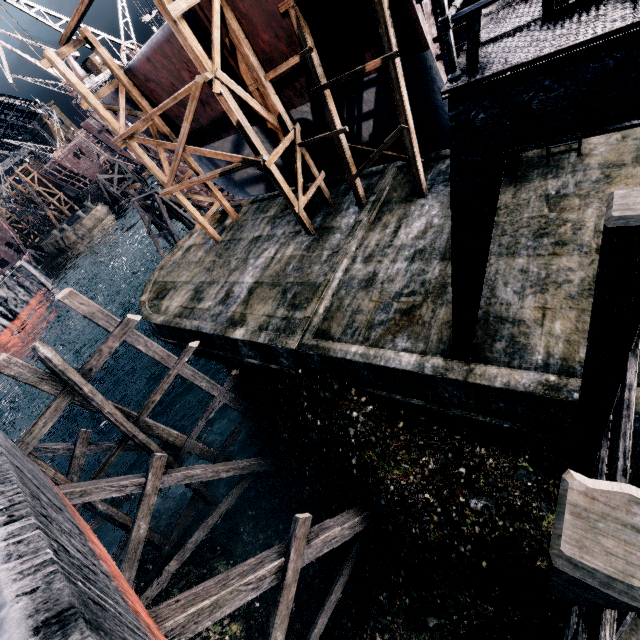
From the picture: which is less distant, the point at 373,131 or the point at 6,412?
the point at 373,131

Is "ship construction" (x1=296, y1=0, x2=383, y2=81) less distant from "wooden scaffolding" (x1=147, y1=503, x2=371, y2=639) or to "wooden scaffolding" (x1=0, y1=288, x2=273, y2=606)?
"wooden scaffolding" (x1=0, y1=288, x2=273, y2=606)

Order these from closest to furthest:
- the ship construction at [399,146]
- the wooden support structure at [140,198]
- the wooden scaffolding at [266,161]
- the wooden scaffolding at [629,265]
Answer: the wooden scaffolding at [629,265] < the wooden scaffolding at [266,161] < the ship construction at [399,146] < the wooden support structure at [140,198]

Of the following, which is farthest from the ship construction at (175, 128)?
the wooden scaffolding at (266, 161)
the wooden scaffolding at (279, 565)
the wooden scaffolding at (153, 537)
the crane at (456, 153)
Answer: the wooden scaffolding at (279, 565)

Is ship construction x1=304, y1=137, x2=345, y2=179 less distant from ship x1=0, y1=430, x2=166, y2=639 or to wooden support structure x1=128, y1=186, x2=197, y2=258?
wooden support structure x1=128, y1=186, x2=197, y2=258

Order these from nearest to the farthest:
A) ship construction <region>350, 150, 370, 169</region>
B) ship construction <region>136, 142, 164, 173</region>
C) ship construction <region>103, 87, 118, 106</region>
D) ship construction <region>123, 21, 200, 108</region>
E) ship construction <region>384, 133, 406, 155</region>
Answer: ship construction <region>123, 21, 200, 108</region>
ship construction <region>384, 133, 406, 155</region>
ship construction <region>350, 150, 370, 169</region>
ship construction <region>103, 87, 118, 106</region>
ship construction <region>136, 142, 164, 173</region>

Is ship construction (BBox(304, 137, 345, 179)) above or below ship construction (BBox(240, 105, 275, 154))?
below

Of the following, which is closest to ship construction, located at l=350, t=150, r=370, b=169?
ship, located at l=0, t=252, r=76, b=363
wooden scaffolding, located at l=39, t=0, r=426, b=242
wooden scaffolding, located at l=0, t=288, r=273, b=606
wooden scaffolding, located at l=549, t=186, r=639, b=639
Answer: wooden scaffolding, located at l=39, t=0, r=426, b=242
